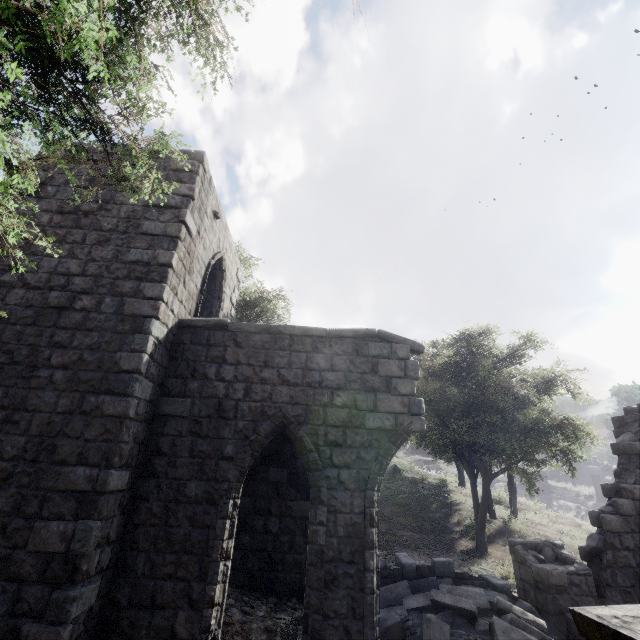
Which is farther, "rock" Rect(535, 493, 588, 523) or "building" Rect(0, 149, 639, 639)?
"rock" Rect(535, 493, 588, 523)

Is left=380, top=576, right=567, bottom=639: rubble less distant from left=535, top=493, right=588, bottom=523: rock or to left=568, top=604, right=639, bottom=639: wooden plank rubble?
left=568, top=604, right=639, bottom=639: wooden plank rubble

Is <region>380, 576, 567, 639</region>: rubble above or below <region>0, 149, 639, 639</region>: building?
below

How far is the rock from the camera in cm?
2118

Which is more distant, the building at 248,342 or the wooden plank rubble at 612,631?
the building at 248,342

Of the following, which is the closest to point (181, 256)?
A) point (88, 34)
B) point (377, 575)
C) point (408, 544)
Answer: point (88, 34)

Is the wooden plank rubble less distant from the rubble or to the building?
the building

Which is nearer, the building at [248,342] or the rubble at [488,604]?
the building at [248,342]
